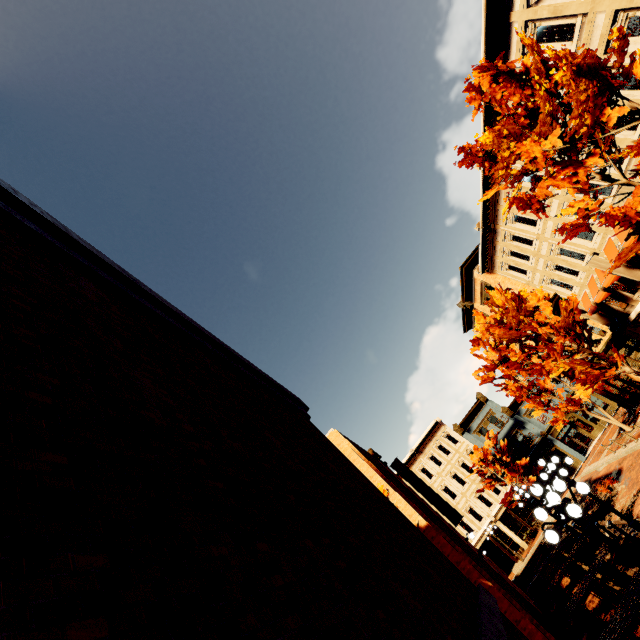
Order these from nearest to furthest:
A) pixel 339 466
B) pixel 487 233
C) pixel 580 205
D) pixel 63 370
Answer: pixel 63 370 < pixel 339 466 < pixel 580 205 < pixel 487 233

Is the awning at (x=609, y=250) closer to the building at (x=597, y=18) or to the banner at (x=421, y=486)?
the building at (x=597, y=18)

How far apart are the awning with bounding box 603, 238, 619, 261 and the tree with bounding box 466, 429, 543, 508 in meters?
22.0 m

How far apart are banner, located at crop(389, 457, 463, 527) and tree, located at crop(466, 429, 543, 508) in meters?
14.9

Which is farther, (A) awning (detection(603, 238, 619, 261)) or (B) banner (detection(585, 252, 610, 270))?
(B) banner (detection(585, 252, 610, 270))

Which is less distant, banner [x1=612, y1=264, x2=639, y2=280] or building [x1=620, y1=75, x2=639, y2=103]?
building [x1=620, y1=75, x2=639, y2=103]

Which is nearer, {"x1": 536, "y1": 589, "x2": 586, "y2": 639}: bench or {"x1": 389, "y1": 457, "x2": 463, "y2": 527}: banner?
{"x1": 536, "y1": 589, "x2": 586, "y2": 639}: bench

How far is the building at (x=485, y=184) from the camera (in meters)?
18.92
